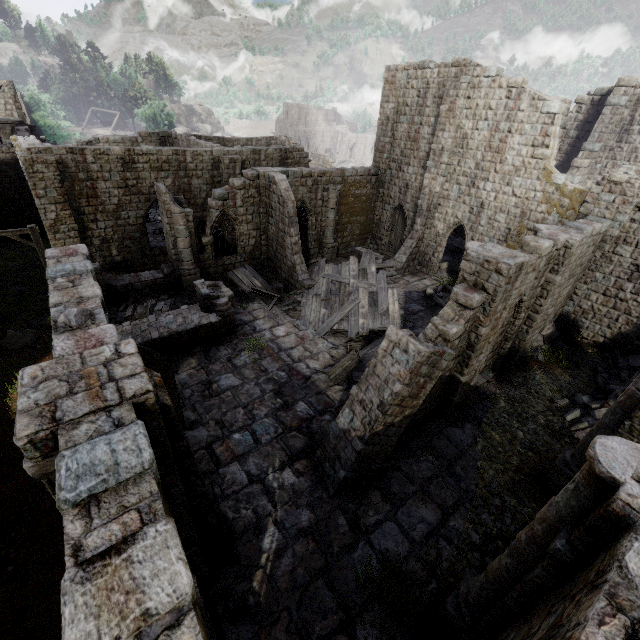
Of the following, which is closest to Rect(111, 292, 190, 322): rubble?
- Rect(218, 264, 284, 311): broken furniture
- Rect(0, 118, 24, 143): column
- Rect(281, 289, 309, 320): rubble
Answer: Rect(218, 264, 284, 311): broken furniture

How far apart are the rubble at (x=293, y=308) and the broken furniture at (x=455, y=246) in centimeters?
1560cm

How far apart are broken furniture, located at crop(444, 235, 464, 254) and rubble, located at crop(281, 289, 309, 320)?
15.60m

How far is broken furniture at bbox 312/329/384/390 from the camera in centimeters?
1268cm

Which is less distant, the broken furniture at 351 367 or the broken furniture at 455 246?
the broken furniture at 351 367

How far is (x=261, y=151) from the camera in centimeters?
2164cm

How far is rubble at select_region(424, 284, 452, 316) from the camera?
18.00m

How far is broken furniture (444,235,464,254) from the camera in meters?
26.4
